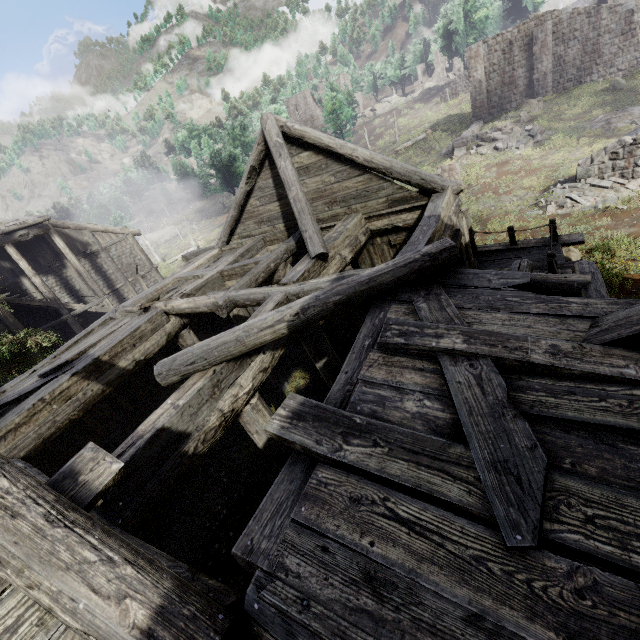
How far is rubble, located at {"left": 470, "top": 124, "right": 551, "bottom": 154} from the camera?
21.5 meters

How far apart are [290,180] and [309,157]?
1.9 meters

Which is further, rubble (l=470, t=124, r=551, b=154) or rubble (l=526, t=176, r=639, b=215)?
rubble (l=470, t=124, r=551, b=154)

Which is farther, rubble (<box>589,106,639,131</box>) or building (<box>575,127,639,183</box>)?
rubble (<box>589,106,639,131</box>)

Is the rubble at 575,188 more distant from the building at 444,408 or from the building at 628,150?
the building at 444,408

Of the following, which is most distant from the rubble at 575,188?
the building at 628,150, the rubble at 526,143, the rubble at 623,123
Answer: the rubble at 623,123

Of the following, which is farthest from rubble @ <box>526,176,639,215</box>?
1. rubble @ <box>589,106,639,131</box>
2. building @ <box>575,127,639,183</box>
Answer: rubble @ <box>589,106,639,131</box>

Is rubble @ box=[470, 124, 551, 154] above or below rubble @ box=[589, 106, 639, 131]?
above
